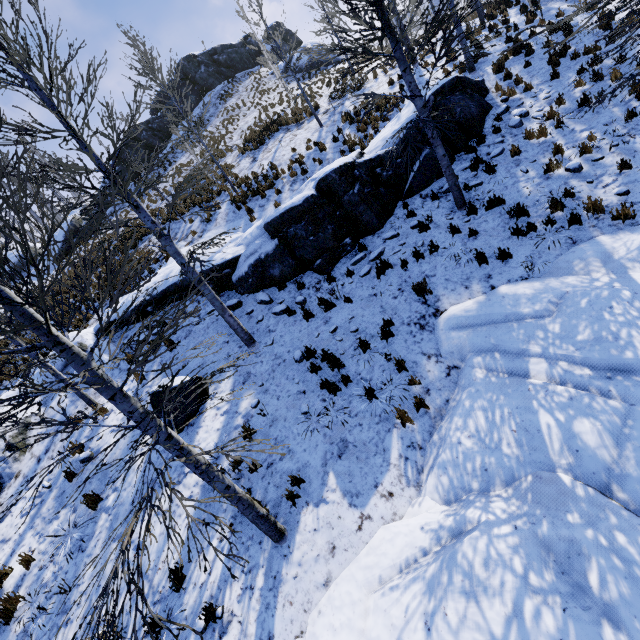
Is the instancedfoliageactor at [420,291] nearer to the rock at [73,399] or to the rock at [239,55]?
the rock at [73,399]

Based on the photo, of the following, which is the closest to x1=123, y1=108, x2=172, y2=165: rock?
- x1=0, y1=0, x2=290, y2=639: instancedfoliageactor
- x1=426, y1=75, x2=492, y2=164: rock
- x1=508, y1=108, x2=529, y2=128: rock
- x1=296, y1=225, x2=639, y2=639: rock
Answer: x1=426, y1=75, x2=492, y2=164: rock

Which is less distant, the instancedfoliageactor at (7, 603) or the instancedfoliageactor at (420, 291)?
the instancedfoliageactor at (7, 603)

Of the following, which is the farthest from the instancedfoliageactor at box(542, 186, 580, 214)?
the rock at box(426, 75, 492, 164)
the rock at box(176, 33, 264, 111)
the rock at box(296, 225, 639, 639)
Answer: the rock at box(176, 33, 264, 111)

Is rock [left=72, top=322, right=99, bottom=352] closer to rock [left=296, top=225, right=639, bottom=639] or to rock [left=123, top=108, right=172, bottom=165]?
rock [left=296, top=225, right=639, bottom=639]

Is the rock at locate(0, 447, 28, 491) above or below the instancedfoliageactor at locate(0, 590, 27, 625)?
above

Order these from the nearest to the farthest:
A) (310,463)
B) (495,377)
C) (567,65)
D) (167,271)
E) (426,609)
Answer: (426,609) → (495,377) → (310,463) → (567,65) → (167,271)

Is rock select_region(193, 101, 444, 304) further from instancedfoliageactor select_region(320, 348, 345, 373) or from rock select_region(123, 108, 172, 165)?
→ rock select_region(123, 108, 172, 165)
